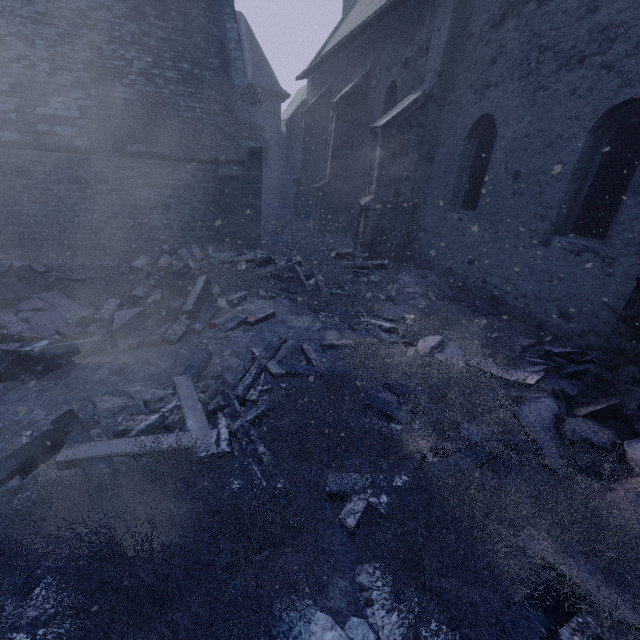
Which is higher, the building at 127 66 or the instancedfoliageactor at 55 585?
the building at 127 66

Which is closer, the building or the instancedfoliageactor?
the instancedfoliageactor

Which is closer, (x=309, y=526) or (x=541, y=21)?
(x=309, y=526)

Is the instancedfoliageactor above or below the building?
below

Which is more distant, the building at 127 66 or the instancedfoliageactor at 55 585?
the building at 127 66
